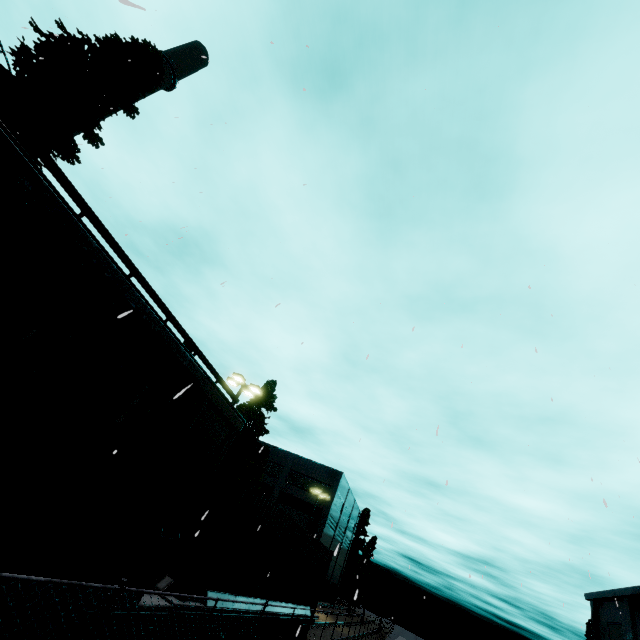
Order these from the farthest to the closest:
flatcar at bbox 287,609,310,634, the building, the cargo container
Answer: the building < flatcar at bbox 287,609,310,634 < the cargo container

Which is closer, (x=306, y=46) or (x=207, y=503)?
(x=306, y=46)

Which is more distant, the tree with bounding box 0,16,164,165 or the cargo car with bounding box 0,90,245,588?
the tree with bounding box 0,16,164,165

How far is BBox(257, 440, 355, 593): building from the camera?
45.2 meters

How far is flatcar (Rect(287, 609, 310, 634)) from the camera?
12.7m

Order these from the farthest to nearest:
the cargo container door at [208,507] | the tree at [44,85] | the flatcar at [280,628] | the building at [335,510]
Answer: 1. the building at [335,510]
2. the tree at [44,85]
3. the flatcar at [280,628]
4. the cargo container door at [208,507]

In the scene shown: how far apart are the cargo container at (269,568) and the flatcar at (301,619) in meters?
0.0

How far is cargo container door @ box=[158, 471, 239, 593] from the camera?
7.2m
